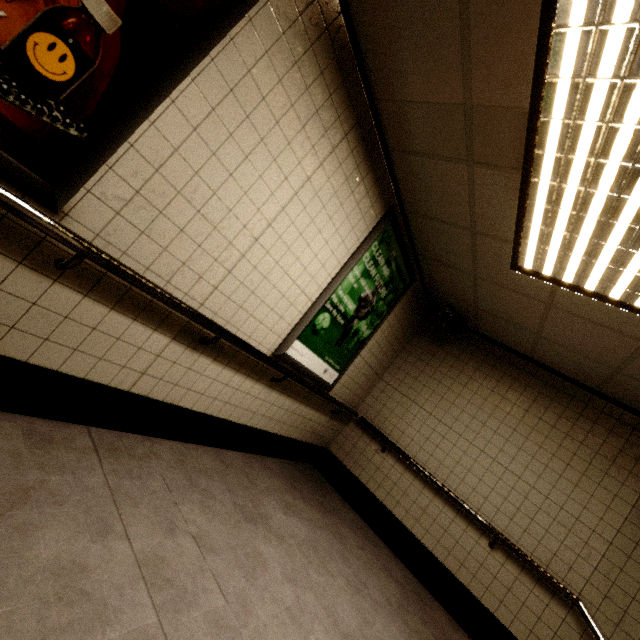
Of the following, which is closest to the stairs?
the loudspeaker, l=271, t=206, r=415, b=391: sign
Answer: the loudspeaker

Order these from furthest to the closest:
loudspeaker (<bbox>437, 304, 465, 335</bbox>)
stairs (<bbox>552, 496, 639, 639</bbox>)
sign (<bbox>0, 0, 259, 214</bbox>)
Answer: loudspeaker (<bbox>437, 304, 465, 335</bbox>) < stairs (<bbox>552, 496, 639, 639</bbox>) < sign (<bbox>0, 0, 259, 214</bbox>)

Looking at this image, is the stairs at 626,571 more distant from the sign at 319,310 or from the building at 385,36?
the sign at 319,310

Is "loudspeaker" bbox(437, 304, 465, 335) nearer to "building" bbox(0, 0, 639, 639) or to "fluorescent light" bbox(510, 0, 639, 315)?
"building" bbox(0, 0, 639, 639)

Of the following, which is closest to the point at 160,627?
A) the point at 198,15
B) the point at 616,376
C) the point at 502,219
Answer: the point at 198,15

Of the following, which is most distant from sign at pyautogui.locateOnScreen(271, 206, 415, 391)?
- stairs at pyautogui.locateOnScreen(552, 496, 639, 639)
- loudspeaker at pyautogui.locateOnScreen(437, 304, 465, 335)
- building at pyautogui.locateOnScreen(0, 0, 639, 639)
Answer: stairs at pyautogui.locateOnScreen(552, 496, 639, 639)

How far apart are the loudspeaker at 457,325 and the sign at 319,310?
0.7m

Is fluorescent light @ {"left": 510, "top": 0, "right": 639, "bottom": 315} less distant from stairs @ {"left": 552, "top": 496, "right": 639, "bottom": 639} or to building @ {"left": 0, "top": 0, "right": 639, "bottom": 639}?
building @ {"left": 0, "top": 0, "right": 639, "bottom": 639}
